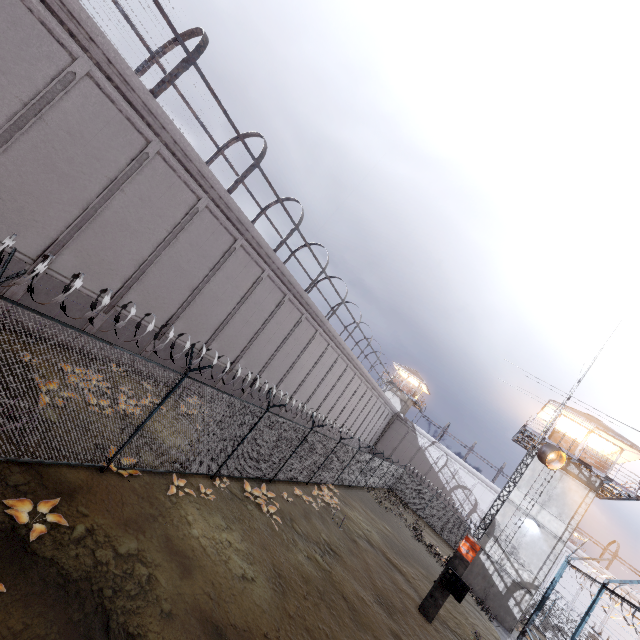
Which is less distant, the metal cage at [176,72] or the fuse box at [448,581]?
the metal cage at [176,72]

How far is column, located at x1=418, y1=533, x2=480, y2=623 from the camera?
13.4 meters

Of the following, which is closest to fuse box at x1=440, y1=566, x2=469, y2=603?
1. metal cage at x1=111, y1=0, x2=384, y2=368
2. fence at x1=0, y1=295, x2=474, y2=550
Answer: fence at x1=0, y1=295, x2=474, y2=550

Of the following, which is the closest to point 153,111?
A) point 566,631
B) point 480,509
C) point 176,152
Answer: point 176,152

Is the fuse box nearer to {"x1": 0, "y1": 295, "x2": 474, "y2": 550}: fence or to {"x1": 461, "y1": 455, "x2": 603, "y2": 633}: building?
{"x1": 0, "y1": 295, "x2": 474, "y2": 550}: fence

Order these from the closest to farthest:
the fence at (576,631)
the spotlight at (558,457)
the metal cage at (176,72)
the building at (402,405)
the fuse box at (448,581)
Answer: the fence at (576,631) < the metal cage at (176,72) < the fuse box at (448,581) < the spotlight at (558,457) < the building at (402,405)

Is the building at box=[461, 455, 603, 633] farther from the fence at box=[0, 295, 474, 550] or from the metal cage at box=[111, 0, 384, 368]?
the metal cage at box=[111, 0, 384, 368]

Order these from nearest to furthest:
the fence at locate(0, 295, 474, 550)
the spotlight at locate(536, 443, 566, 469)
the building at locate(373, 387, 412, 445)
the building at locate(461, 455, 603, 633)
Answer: the fence at locate(0, 295, 474, 550), the spotlight at locate(536, 443, 566, 469), the building at locate(461, 455, 603, 633), the building at locate(373, 387, 412, 445)
